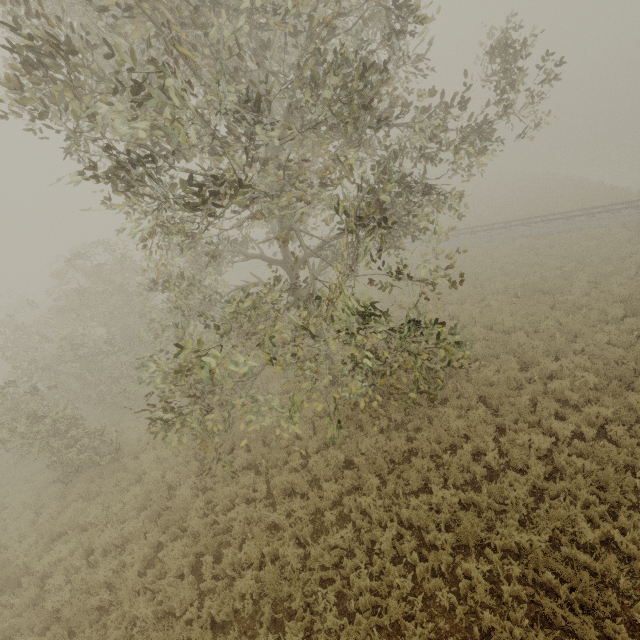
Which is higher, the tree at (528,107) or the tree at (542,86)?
the tree at (542,86)

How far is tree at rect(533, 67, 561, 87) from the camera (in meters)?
7.80

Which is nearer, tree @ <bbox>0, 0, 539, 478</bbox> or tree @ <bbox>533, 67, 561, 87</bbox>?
tree @ <bbox>0, 0, 539, 478</bbox>

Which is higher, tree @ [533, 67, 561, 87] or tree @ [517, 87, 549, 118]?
tree @ [533, 67, 561, 87]

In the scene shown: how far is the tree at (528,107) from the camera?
7.4 meters

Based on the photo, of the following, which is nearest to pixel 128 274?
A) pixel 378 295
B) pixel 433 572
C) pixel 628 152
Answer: pixel 378 295
